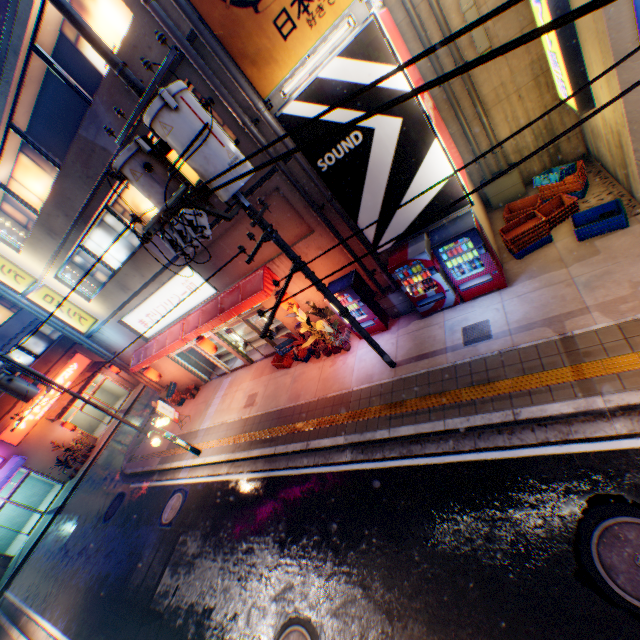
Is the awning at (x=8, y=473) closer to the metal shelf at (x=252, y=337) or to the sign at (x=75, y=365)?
the sign at (x=75, y=365)

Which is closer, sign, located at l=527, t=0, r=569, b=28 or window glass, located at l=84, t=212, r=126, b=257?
sign, located at l=527, t=0, r=569, b=28

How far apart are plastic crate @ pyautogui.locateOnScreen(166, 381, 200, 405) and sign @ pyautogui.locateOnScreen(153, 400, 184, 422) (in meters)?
1.26

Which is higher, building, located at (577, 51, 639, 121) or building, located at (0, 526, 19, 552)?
building, located at (577, 51, 639, 121)

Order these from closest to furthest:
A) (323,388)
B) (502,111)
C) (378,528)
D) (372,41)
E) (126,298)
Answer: (372,41) < (378,528) < (502,111) < (323,388) < (126,298)

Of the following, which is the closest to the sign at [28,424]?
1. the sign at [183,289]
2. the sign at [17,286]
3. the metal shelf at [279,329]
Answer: the sign at [17,286]

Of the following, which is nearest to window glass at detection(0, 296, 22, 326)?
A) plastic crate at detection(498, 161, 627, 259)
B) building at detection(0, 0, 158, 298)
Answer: building at detection(0, 0, 158, 298)

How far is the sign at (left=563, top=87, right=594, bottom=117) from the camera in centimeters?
734cm
